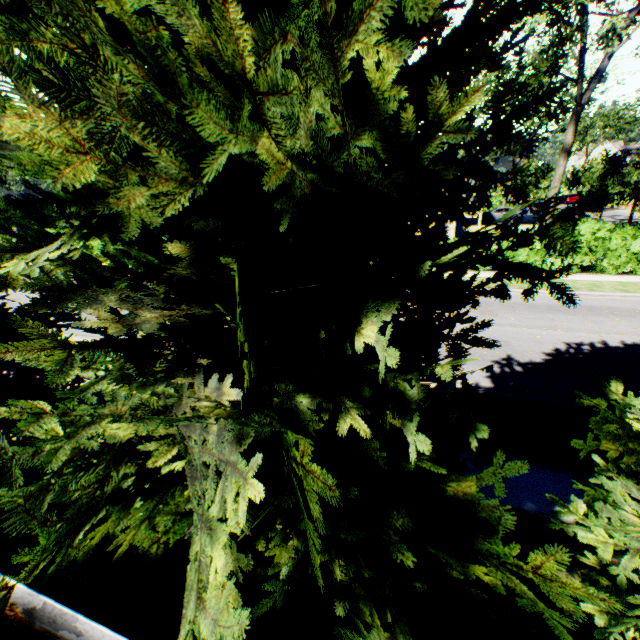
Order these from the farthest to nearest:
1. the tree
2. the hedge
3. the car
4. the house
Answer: the house < the car < the hedge < the tree

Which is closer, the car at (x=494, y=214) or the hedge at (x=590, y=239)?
the hedge at (x=590, y=239)

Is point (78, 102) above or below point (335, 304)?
above

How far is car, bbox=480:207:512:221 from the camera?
38.31m

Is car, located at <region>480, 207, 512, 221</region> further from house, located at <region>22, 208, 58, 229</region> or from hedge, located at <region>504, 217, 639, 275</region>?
house, located at <region>22, 208, 58, 229</region>

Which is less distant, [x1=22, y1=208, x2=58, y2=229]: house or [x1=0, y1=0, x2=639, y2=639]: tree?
[x1=0, y1=0, x2=639, y2=639]: tree

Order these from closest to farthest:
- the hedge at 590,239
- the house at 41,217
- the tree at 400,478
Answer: the tree at 400,478 < the hedge at 590,239 < the house at 41,217

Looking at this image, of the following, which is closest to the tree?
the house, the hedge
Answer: the hedge
